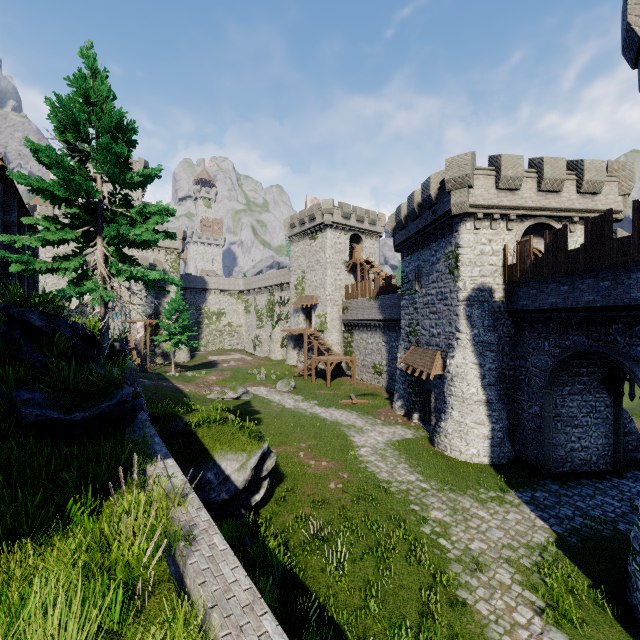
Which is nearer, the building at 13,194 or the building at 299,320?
the building at 13,194

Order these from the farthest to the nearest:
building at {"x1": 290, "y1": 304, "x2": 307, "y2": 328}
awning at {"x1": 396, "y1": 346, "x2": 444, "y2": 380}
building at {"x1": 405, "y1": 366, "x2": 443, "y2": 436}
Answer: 1. building at {"x1": 290, "y1": 304, "x2": 307, "y2": 328}
2. building at {"x1": 405, "y1": 366, "x2": 443, "y2": 436}
3. awning at {"x1": 396, "y1": 346, "x2": 444, "y2": 380}

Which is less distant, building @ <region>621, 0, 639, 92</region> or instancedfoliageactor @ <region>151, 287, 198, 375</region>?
building @ <region>621, 0, 639, 92</region>

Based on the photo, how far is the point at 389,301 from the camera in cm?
3303

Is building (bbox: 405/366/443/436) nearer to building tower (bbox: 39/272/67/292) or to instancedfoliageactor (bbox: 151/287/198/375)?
instancedfoliageactor (bbox: 151/287/198/375)

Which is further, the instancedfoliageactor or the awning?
the instancedfoliageactor

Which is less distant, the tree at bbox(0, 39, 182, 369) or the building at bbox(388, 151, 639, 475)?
the tree at bbox(0, 39, 182, 369)

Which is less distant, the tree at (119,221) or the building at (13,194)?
the tree at (119,221)
